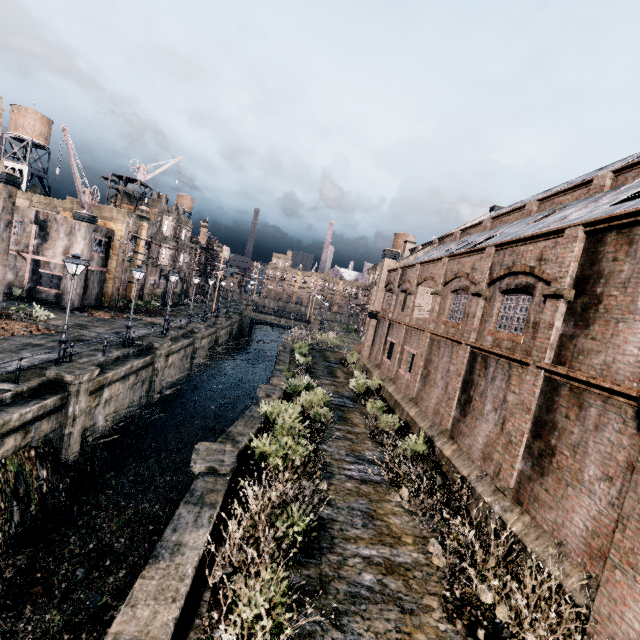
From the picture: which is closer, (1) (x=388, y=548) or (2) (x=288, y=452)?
(1) (x=388, y=548)

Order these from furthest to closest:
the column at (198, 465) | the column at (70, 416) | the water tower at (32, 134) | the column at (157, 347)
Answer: the water tower at (32, 134), the column at (157, 347), the column at (70, 416), the column at (198, 465)

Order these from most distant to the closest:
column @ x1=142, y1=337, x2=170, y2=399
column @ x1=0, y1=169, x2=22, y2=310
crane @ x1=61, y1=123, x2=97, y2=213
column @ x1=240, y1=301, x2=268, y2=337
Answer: column @ x1=240, y1=301, x2=268, y2=337 → crane @ x1=61, y1=123, x2=97, y2=213 → column @ x1=142, y1=337, x2=170, y2=399 → column @ x1=0, y1=169, x2=22, y2=310

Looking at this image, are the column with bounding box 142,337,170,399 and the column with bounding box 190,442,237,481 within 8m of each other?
no

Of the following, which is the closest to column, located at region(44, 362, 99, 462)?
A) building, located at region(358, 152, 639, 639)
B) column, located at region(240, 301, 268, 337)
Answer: building, located at region(358, 152, 639, 639)

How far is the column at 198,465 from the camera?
10.8 meters

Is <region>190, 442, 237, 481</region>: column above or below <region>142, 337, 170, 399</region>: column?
below

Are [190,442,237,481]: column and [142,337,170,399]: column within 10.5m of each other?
no
